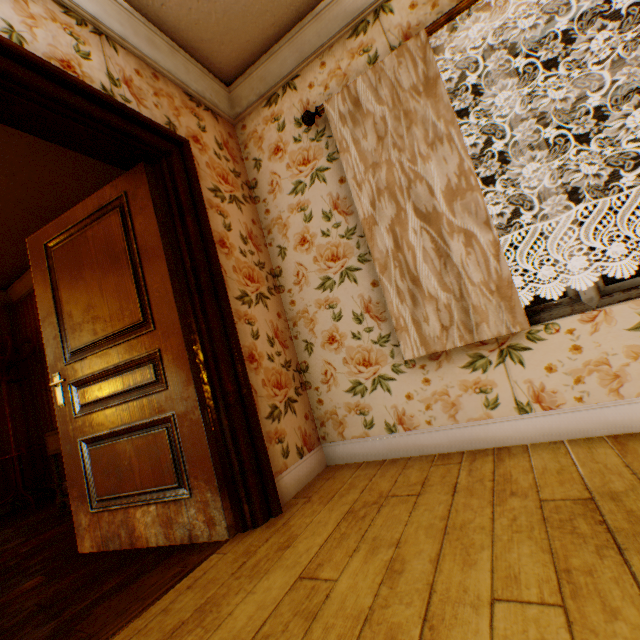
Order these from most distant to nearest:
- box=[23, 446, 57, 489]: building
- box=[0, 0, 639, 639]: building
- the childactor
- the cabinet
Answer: box=[23, 446, 57, 489]: building
the cabinet
the childactor
box=[0, 0, 639, 639]: building

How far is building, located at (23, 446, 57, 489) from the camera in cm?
464

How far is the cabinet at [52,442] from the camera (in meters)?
3.22

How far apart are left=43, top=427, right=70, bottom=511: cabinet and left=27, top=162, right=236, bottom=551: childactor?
0.8m

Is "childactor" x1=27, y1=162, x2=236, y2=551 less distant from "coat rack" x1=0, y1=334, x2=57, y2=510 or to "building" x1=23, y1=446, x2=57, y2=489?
"building" x1=23, y1=446, x2=57, y2=489

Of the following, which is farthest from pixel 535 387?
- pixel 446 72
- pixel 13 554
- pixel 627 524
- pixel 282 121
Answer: pixel 13 554

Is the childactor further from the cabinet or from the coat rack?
the coat rack

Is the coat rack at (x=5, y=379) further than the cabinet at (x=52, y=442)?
Yes
